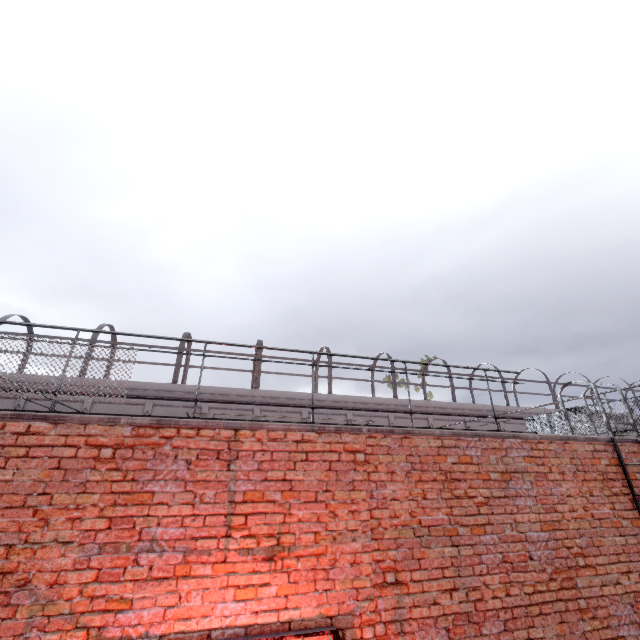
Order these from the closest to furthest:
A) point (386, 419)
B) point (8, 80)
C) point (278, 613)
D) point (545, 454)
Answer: point (278, 613) < point (545, 454) < point (386, 419) < point (8, 80)
